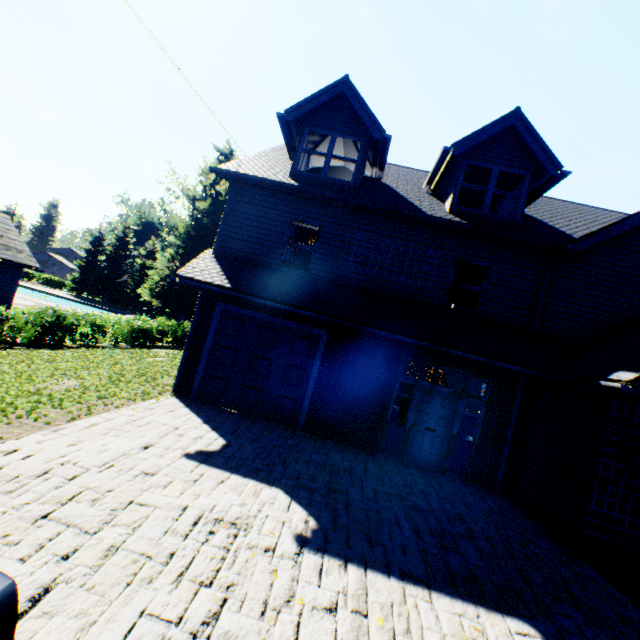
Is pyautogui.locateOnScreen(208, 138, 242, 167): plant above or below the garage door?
above

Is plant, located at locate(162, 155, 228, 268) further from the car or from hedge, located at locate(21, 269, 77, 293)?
the car

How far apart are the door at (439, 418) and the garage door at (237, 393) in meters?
3.0 m

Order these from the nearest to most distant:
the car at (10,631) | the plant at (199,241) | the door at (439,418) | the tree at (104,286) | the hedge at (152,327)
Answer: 1. the car at (10,631)
2. the door at (439,418)
3. the hedge at (152,327)
4. the plant at (199,241)
5. the tree at (104,286)

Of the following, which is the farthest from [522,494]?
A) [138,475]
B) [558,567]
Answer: [138,475]

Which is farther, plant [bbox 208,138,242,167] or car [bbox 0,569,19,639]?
plant [bbox 208,138,242,167]

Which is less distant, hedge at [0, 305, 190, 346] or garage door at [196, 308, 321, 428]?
garage door at [196, 308, 321, 428]

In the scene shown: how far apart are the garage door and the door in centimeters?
301cm
